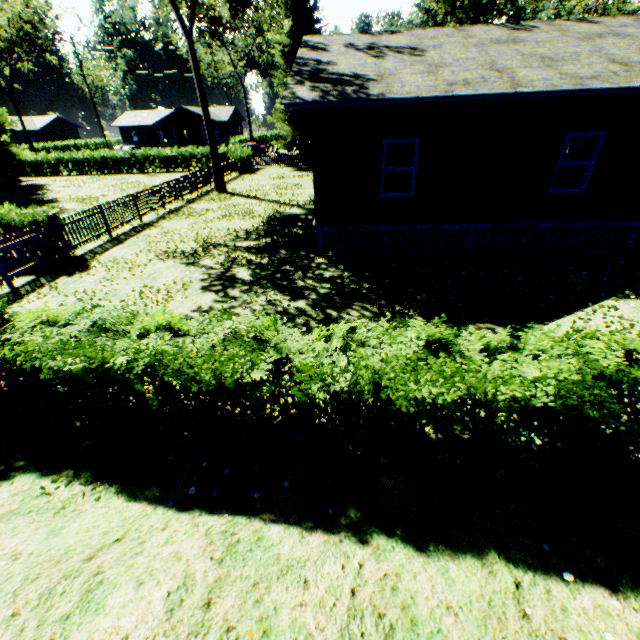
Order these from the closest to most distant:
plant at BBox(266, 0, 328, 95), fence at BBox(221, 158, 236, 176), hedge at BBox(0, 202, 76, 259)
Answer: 1. hedge at BBox(0, 202, 76, 259)
2. plant at BBox(266, 0, 328, 95)
3. fence at BBox(221, 158, 236, 176)

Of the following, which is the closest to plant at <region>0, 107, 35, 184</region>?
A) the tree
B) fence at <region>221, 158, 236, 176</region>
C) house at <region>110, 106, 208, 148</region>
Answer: fence at <region>221, 158, 236, 176</region>

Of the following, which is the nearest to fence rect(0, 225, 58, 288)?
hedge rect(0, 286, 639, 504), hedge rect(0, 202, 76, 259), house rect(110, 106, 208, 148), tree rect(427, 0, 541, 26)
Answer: hedge rect(0, 202, 76, 259)

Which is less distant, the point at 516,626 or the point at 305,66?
the point at 516,626

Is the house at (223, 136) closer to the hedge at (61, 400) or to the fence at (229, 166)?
the fence at (229, 166)

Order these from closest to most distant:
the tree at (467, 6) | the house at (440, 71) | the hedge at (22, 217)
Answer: the house at (440, 71), the hedge at (22, 217), the tree at (467, 6)

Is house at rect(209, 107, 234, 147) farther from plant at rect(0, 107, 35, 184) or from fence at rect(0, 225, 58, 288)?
plant at rect(0, 107, 35, 184)

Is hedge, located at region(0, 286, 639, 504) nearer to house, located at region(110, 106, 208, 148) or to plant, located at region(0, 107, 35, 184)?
plant, located at region(0, 107, 35, 184)
